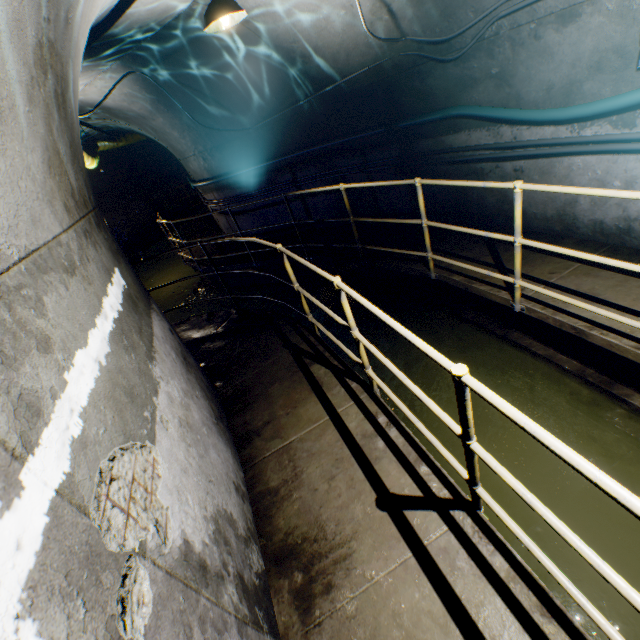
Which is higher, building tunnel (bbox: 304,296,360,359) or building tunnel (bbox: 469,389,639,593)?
building tunnel (bbox: 304,296,360,359)

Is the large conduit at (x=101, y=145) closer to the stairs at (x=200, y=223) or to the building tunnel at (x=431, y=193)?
the building tunnel at (x=431, y=193)

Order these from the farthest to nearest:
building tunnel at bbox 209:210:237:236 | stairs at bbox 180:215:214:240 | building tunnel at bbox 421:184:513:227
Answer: stairs at bbox 180:215:214:240 < building tunnel at bbox 209:210:237:236 < building tunnel at bbox 421:184:513:227

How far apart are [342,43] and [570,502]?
6.0m

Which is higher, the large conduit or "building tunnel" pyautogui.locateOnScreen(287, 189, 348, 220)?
the large conduit

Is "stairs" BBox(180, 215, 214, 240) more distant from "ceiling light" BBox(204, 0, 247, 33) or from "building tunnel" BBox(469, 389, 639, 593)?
"ceiling light" BBox(204, 0, 247, 33)

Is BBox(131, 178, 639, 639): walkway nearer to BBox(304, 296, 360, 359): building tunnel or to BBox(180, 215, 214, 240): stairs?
BBox(304, 296, 360, 359): building tunnel

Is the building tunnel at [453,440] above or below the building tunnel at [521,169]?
below
